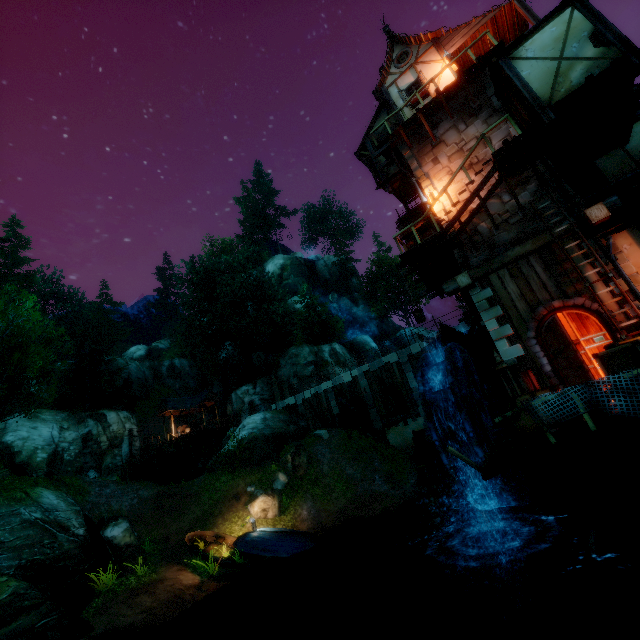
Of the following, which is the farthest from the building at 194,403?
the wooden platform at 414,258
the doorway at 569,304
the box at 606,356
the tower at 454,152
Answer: the box at 606,356

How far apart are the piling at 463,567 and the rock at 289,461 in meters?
8.8 m

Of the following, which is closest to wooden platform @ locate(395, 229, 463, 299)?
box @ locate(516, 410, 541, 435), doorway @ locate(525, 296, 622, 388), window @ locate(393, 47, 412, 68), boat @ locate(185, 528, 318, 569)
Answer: doorway @ locate(525, 296, 622, 388)

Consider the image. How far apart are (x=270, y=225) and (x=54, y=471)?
46.6m

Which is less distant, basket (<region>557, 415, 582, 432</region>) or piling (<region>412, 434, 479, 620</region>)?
basket (<region>557, 415, 582, 432</region>)

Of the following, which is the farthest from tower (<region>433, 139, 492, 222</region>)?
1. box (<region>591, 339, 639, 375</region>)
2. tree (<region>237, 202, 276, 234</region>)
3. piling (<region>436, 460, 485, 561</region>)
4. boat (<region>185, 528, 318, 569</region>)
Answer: tree (<region>237, 202, 276, 234</region>)

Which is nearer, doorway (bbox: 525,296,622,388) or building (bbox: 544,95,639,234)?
doorway (bbox: 525,296,622,388)

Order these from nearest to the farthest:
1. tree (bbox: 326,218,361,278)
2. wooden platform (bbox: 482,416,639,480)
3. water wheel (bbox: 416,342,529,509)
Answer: wooden platform (bbox: 482,416,639,480)
water wheel (bbox: 416,342,529,509)
tree (bbox: 326,218,361,278)
